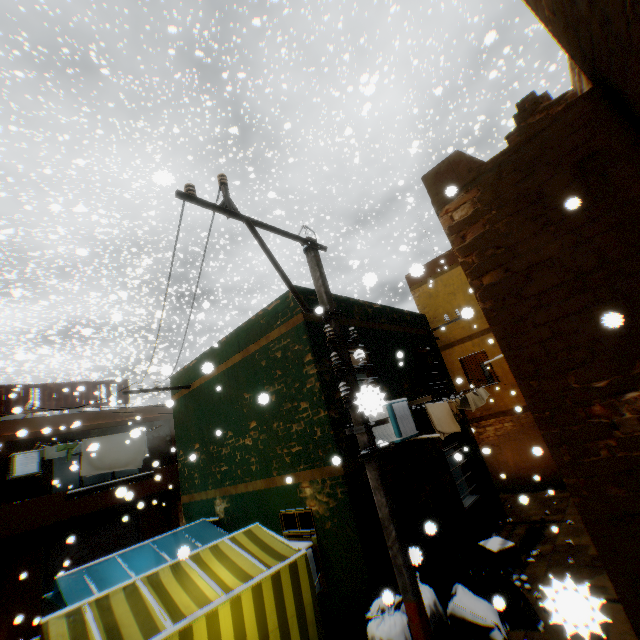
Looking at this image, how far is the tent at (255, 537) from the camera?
5.1m

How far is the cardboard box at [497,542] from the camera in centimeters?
730cm

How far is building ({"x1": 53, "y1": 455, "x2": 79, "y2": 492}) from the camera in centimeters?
1922cm

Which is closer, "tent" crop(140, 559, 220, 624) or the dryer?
"tent" crop(140, 559, 220, 624)

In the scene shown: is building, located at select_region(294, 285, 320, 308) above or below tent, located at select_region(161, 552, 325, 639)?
above

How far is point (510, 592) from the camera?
5.55m

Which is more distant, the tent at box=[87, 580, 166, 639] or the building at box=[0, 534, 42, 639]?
the building at box=[0, 534, 42, 639]

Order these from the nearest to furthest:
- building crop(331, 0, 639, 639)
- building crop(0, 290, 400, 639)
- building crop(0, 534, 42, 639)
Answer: building crop(331, 0, 639, 639), building crop(0, 290, 400, 639), building crop(0, 534, 42, 639)
